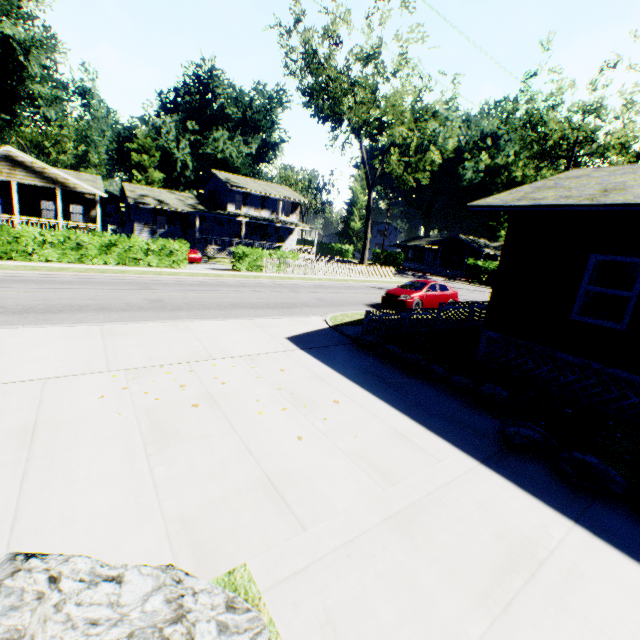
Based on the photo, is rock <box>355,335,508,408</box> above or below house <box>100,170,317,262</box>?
below

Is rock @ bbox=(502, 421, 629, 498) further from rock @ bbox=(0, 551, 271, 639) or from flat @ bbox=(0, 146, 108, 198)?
flat @ bbox=(0, 146, 108, 198)

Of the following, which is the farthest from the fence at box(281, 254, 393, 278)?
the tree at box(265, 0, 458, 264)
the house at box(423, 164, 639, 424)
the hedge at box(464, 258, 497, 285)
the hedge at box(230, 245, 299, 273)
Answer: the house at box(423, 164, 639, 424)

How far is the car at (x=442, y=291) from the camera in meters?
16.1 m

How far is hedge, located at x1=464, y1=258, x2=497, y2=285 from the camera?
41.09m

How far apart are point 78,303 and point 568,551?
13.6 meters

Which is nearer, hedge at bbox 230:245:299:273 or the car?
the car

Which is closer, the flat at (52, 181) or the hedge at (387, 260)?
the flat at (52, 181)
